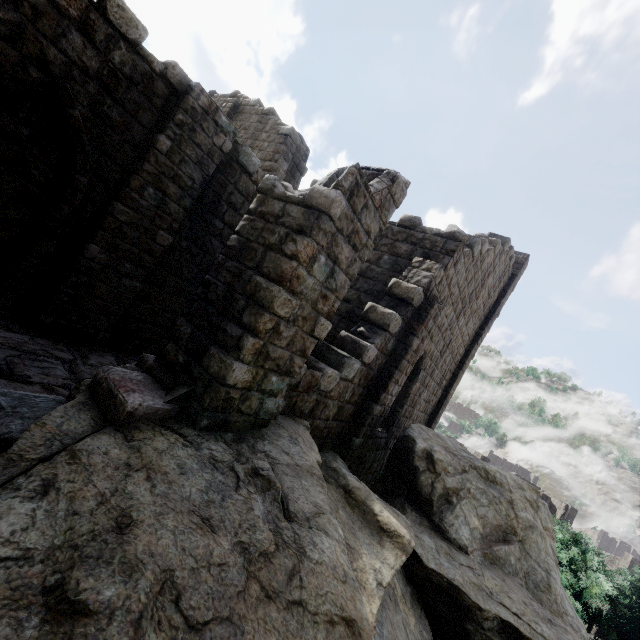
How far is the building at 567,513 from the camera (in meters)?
38.51

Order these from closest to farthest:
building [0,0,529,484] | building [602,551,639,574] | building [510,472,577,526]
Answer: building [0,0,529,484] < building [510,472,577,526] < building [602,551,639,574]

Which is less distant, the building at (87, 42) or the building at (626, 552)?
the building at (87, 42)

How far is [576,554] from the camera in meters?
22.5

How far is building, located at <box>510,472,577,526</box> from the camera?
38.51m

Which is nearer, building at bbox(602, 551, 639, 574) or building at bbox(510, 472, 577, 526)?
building at bbox(510, 472, 577, 526)
